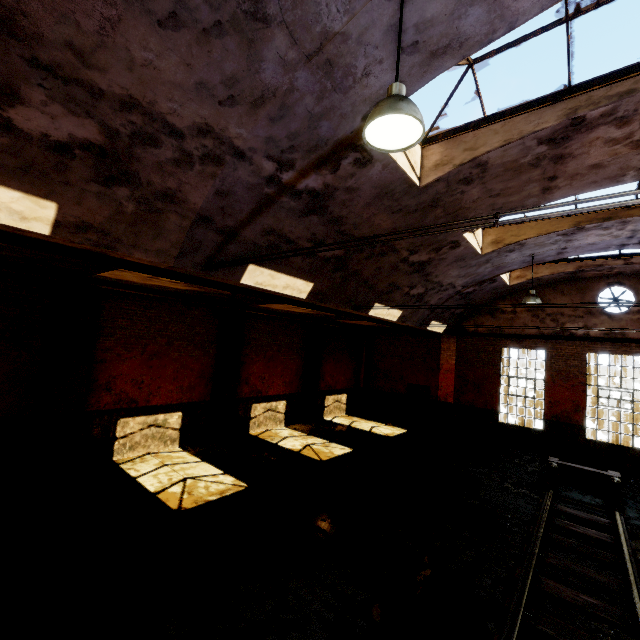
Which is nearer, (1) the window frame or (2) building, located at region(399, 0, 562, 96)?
(2) building, located at region(399, 0, 562, 96)

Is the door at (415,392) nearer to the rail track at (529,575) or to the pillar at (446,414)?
the pillar at (446,414)

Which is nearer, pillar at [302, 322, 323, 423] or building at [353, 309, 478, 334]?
building at [353, 309, 478, 334]

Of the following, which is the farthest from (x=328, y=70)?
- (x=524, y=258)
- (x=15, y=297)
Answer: (x=524, y=258)

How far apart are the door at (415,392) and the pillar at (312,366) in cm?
542

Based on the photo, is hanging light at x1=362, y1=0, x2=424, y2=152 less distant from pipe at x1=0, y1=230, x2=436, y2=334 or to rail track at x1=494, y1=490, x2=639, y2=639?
pipe at x1=0, y1=230, x2=436, y2=334

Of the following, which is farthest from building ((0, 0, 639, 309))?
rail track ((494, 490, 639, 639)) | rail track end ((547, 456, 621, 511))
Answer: rail track end ((547, 456, 621, 511))

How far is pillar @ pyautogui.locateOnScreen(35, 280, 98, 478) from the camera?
8.1 meters
